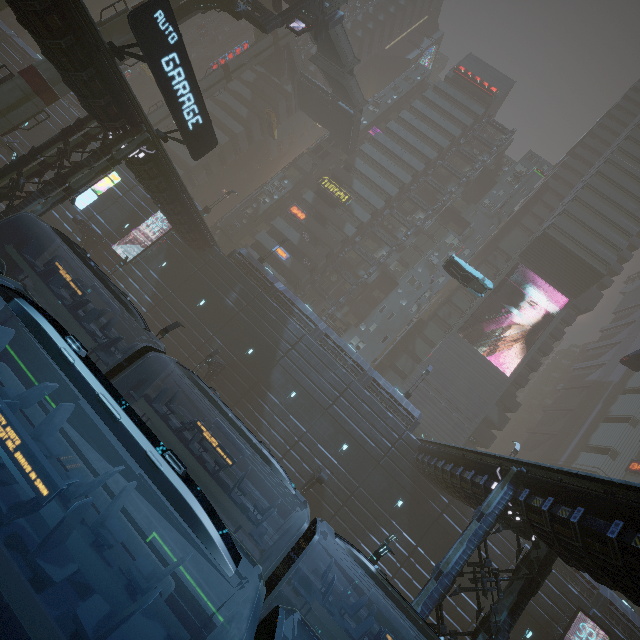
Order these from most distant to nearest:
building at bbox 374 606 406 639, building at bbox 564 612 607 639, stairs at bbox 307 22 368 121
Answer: stairs at bbox 307 22 368 121, building at bbox 564 612 607 639, building at bbox 374 606 406 639

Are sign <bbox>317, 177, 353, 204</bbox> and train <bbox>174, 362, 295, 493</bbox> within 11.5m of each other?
no

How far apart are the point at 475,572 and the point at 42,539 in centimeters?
1611cm

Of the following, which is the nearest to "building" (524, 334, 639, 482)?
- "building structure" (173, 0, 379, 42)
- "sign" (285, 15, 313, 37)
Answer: "building structure" (173, 0, 379, 42)

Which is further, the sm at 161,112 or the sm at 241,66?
the sm at 241,66

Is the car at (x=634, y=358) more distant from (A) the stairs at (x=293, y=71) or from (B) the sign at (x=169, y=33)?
(B) the sign at (x=169, y=33)

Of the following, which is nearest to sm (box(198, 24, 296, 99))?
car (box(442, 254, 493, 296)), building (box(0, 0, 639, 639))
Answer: building (box(0, 0, 639, 639))

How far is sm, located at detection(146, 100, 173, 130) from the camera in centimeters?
3966cm
